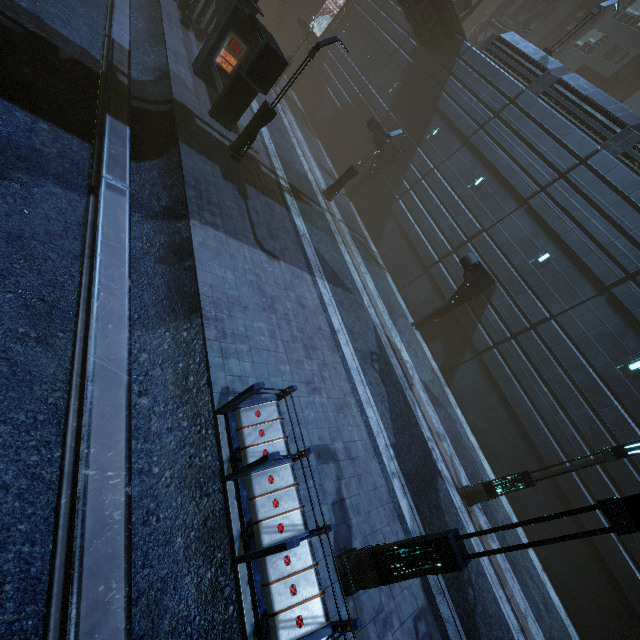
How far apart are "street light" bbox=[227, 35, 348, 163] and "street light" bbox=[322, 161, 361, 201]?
7.25m

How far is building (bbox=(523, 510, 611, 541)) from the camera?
12.78m

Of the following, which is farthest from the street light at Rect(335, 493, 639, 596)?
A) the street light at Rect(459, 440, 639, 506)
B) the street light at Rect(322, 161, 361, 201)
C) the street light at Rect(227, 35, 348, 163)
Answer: the street light at Rect(322, 161, 361, 201)

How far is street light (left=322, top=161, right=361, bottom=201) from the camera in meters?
19.2

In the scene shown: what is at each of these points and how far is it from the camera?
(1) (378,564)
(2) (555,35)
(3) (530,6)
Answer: (1) street light, 5.8 meters
(2) building, 31.7 meters
(3) building, 32.4 meters

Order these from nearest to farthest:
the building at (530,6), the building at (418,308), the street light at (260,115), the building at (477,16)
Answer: the street light at (260,115)
the building at (418,308)
the building at (530,6)
the building at (477,16)

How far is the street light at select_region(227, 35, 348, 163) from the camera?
11.0m

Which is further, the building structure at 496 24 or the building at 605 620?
the building structure at 496 24
